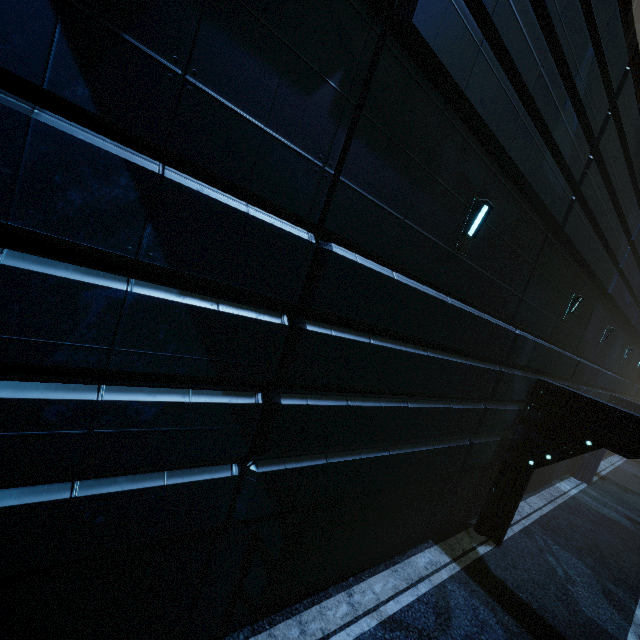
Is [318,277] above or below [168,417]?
above
